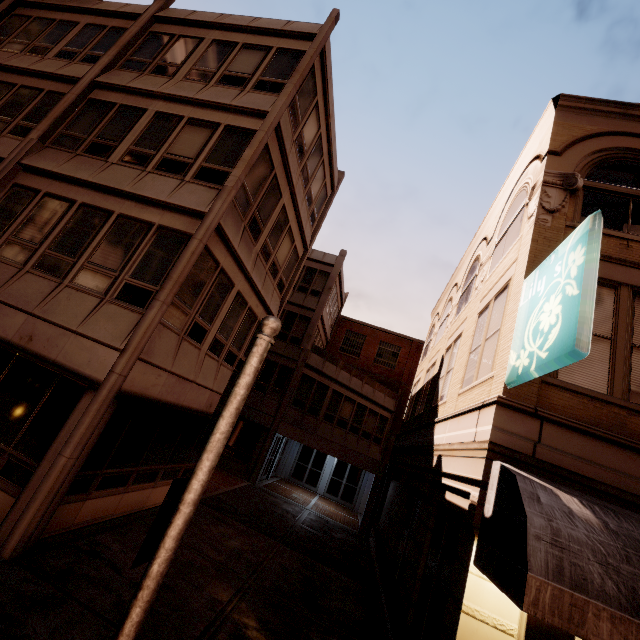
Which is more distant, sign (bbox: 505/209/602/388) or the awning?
sign (bbox: 505/209/602/388)

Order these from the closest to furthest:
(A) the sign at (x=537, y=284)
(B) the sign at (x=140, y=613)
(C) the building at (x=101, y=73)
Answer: (B) the sign at (x=140, y=613)
(A) the sign at (x=537, y=284)
(C) the building at (x=101, y=73)

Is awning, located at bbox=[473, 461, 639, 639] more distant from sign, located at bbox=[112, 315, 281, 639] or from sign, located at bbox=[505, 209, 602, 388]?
sign, located at bbox=[112, 315, 281, 639]

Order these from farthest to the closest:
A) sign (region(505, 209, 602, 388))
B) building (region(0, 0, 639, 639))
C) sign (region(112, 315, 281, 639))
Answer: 1. building (region(0, 0, 639, 639))
2. sign (region(505, 209, 602, 388))
3. sign (region(112, 315, 281, 639))

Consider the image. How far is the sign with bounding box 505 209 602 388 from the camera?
4.1m

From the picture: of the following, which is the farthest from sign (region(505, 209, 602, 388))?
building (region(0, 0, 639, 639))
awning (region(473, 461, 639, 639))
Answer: awning (region(473, 461, 639, 639))

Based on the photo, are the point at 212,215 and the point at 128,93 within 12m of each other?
yes

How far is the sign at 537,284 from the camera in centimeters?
405cm
